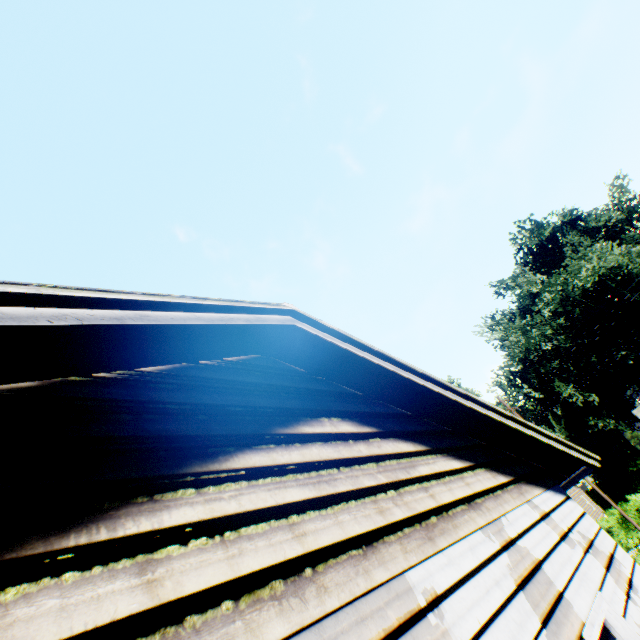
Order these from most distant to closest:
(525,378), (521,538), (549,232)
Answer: (549,232) → (525,378) → (521,538)
